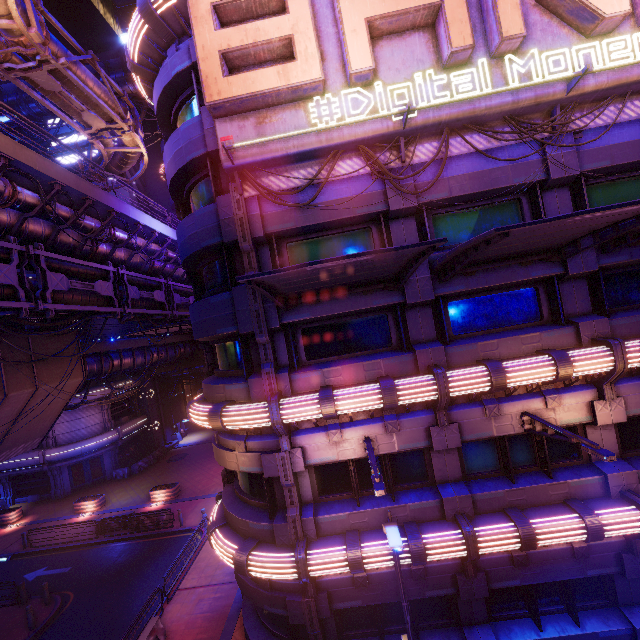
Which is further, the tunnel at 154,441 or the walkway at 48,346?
the tunnel at 154,441

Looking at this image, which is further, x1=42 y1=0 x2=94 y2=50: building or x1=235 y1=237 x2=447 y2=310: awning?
x1=42 y1=0 x2=94 y2=50: building

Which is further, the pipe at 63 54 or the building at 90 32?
the building at 90 32

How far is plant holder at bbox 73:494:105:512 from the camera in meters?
25.5 m

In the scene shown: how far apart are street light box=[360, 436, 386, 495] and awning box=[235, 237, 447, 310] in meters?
4.5 m

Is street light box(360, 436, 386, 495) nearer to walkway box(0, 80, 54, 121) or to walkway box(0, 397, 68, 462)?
walkway box(0, 397, 68, 462)

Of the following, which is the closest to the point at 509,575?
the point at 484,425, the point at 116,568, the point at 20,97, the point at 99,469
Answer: → the point at 484,425

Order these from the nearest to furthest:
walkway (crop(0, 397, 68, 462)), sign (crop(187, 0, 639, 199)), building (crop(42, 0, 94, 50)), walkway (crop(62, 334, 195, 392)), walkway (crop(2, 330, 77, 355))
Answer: sign (crop(187, 0, 639, 199)) < walkway (crop(2, 330, 77, 355)) < walkway (crop(0, 397, 68, 462)) < walkway (crop(62, 334, 195, 392)) < building (crop(42, 0, 94, 50))
